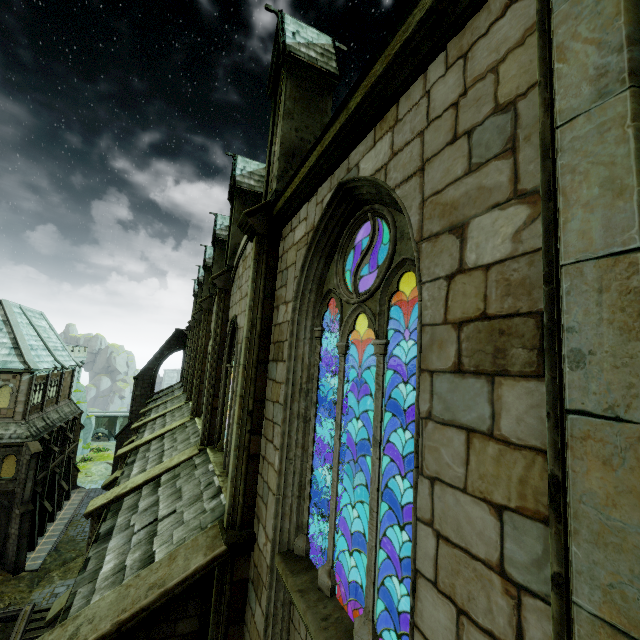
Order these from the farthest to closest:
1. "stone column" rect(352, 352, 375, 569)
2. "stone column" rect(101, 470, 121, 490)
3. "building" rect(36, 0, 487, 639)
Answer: "stone column" rect(101, 470, 121, 490), "stone column" rect(352, 352, 375, 569), "building" rect(36, 0, 487, 639)

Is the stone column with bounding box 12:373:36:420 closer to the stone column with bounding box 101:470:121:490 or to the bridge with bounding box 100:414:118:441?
the stone column with bounding box 101:470:121:490

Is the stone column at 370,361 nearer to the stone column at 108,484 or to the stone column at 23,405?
the stone column at 108,484

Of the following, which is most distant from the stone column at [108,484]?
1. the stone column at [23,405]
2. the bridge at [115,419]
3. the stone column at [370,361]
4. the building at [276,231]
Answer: the bridge at [115,419]

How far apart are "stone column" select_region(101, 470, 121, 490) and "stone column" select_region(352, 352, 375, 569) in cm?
983

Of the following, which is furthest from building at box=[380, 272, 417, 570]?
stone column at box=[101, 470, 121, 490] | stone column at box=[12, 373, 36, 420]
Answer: stone column at box=[12, 373, 36, 420]

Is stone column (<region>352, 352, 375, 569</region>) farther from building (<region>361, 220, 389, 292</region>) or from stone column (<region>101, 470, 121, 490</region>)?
stone column (<region>101, 470, 121, 490</region>)

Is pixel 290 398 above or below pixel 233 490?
above
